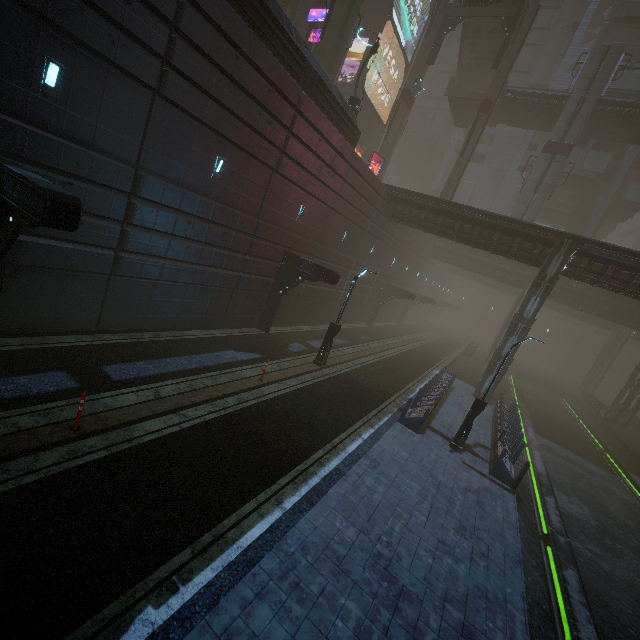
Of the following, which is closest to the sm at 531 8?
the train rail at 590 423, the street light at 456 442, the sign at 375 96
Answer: the sign at 375 96

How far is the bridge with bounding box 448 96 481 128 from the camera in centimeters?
3472cm

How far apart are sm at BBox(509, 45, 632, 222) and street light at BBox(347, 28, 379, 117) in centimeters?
1881cm

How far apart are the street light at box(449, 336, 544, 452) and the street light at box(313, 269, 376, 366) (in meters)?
6.66

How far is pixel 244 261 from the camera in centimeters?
1617cm

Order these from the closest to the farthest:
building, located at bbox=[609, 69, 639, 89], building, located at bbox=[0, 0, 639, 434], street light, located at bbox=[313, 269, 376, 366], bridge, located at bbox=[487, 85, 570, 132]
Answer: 1. building, located at bbox=[0, 0, 639, 434]
2. street light, located at bbox=[313, 269, 376, 366]
3. bridge, located at bbox=[487, 85, 570, 132]
4. building, located at bbox=[609, 69, 639, 89]

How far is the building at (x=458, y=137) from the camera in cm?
5519

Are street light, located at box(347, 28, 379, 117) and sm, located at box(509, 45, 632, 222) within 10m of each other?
no
